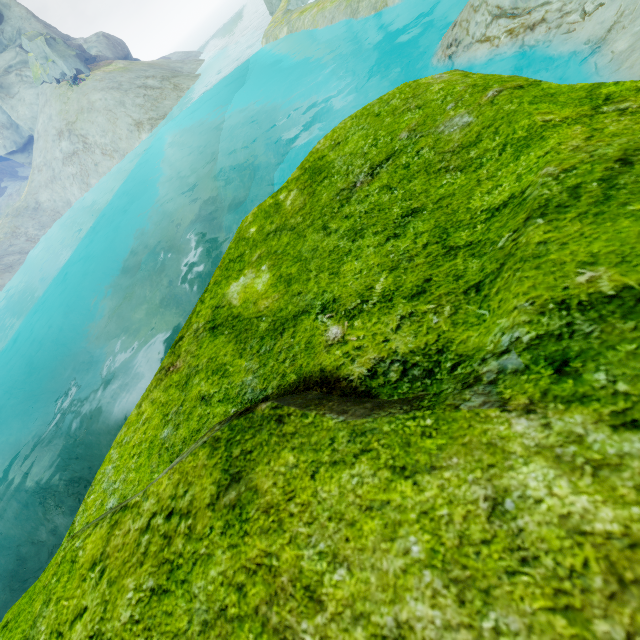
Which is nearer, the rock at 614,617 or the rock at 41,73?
the rock at 614,617

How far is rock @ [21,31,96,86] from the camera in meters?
32.6

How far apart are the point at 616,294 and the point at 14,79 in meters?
54.6

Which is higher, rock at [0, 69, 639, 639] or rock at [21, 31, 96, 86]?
rock at [21, 31, 96, 86]

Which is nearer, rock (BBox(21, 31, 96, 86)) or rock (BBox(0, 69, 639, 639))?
rock (BBox(0, 69, 639, 639))

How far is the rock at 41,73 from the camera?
32.6m
